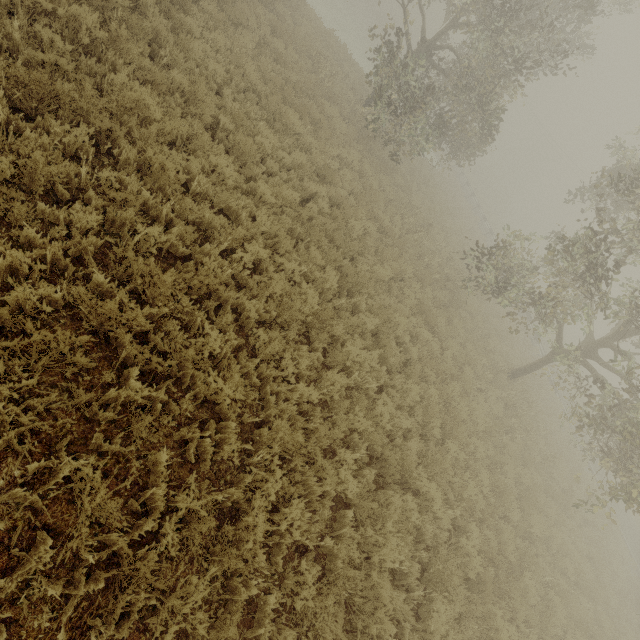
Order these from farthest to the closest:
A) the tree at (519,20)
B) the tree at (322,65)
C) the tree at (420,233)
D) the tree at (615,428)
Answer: the tree at (322,65) < the tree at (420,233) < the tree at (519,20) < the tree at (615,428)

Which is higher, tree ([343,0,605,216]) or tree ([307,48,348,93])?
tree ([343,0,605,216])

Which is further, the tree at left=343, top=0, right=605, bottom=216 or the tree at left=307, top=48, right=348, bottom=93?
the tree at left=307, top=48, right=348, bottom=93

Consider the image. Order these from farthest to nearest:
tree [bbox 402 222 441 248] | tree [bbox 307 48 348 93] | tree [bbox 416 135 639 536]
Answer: tree [bbox 307 48 348 93] < tree [bbox 402 222 441 248] < tree [bbox 416 135 639 536]

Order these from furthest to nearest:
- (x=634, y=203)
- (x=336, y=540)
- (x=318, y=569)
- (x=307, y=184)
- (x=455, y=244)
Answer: (x=455, y=244), (x=634, y=203), (x=307, y=184), (x=336, y=540), (x=318, y=569)

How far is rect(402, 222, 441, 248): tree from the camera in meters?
13.1 m

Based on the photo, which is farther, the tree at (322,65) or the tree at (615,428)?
→ the tree at (322,65)
